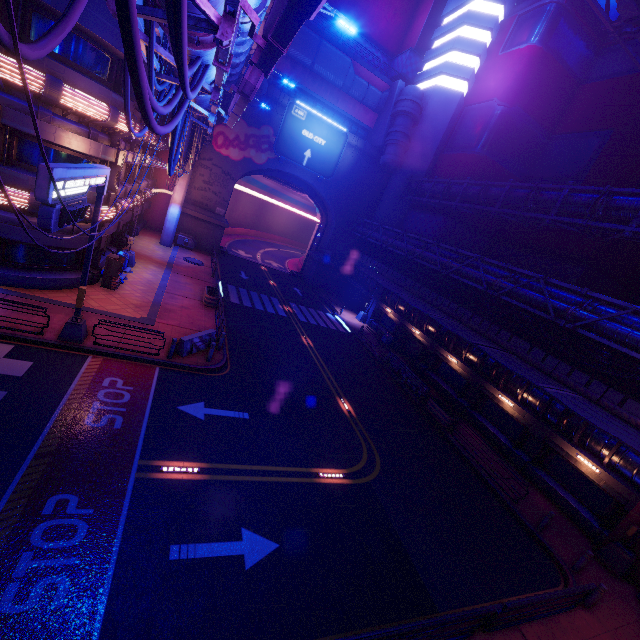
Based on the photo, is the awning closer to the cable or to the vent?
the cable

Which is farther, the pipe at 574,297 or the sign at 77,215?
the pipe at 574,297

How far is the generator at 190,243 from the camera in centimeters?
3431cm

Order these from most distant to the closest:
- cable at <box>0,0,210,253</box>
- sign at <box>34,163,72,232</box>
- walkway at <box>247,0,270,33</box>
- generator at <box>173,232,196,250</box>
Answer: generator at <box>173,232,196,250</box> → walkway at <box>247,0,270,33</box> → sign at <box>34,163,72,232</box> → cable at <box>0,0,210,253</box>

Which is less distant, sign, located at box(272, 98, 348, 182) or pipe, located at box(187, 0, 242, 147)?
pipe, located at box(187, 0, 242, 147)

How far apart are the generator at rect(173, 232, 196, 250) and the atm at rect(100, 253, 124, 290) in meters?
15.8

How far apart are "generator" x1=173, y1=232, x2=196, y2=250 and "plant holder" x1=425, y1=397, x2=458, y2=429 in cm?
2843

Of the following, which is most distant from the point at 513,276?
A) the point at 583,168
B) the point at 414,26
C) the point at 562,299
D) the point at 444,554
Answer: the point at 414,26
